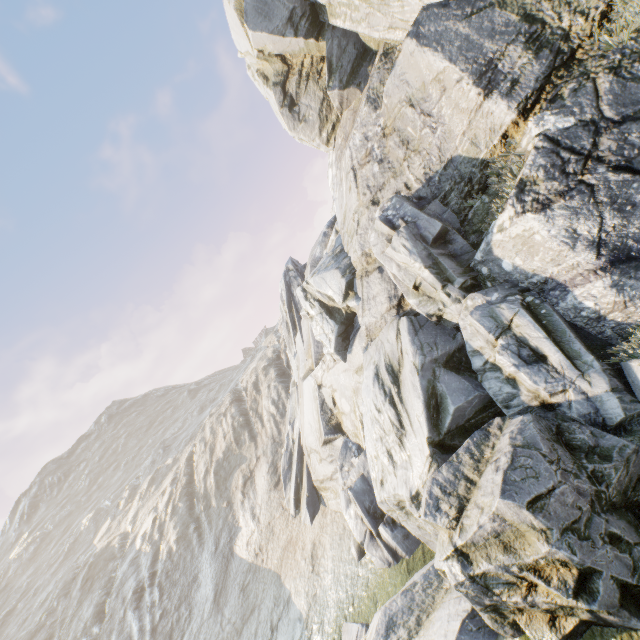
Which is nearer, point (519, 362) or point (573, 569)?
point (573, 569)
